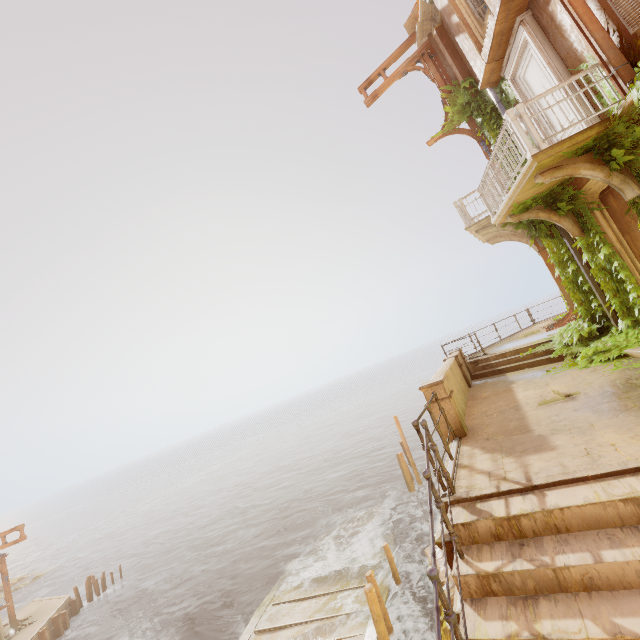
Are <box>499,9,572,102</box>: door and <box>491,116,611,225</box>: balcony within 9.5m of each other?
yes

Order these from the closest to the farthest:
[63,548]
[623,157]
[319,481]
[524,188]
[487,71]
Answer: [623,157]
[524,188]
[487,71]
[319,481]
[63,548]

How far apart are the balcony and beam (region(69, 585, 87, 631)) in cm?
3730

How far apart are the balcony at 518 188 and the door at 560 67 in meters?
0.4

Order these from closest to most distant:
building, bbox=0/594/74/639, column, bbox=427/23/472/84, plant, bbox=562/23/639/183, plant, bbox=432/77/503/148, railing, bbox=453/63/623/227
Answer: plant, bbox=562/23/639/183 < railing, bbox=453/63/623/227 < plant, bbox=432/77/503/148 < column, bbox=427/23/472/84 < building, bbox=0/594/74/639

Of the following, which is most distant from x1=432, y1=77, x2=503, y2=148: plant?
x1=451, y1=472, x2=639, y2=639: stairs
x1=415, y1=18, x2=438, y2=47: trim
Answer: x1=451, y1=472, x2=639, y2=639: stairs

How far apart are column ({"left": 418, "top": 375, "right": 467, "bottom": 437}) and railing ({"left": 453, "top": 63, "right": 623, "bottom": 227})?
4.68m

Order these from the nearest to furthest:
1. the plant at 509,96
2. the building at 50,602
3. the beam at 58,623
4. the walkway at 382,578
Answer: the plant at 509,96, the walkway at 382,578, the building at 50,602, the beam at 58,623
